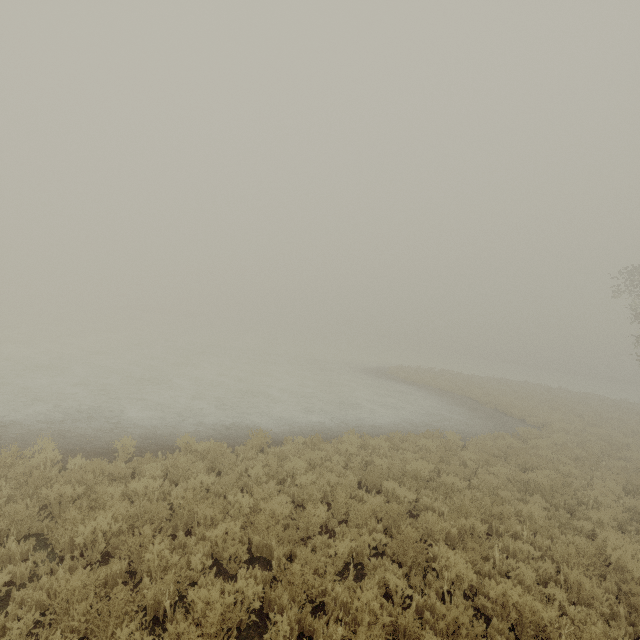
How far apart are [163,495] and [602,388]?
67.6m
